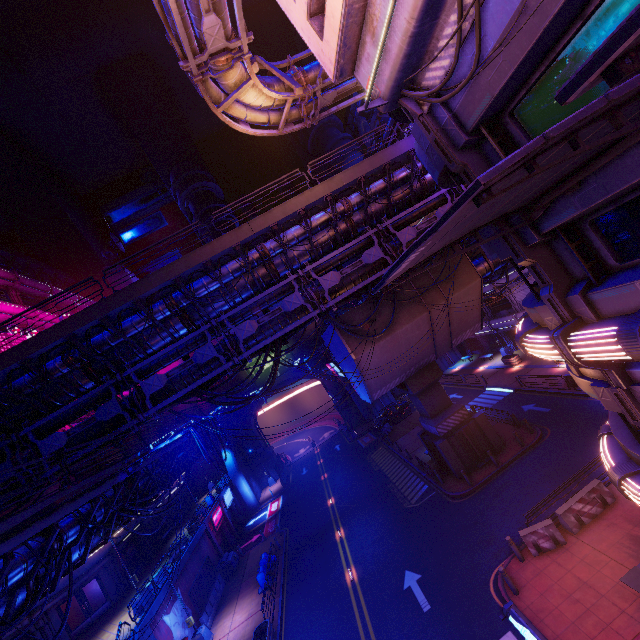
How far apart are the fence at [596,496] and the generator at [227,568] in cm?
2583

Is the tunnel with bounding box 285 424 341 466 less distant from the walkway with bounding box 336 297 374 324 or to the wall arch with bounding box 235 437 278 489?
the wall arch with bounding box 235 437 278 489

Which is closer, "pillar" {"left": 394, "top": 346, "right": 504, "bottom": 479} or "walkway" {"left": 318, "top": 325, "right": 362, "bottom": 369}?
"walkway" {"left": 318, "top": 325, "right": 362, "bottom": 369}

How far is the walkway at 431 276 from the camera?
20.56m

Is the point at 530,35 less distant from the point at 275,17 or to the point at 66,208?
the point at 275,17

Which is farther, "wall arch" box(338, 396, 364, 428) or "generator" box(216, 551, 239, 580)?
"wall arch" box(338, 396, 364, 428)

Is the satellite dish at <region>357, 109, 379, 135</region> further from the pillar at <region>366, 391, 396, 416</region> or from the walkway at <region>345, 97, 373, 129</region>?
the pillar at <region>366, 391, 396, 416</region>

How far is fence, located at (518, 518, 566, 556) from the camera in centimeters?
1353cm
